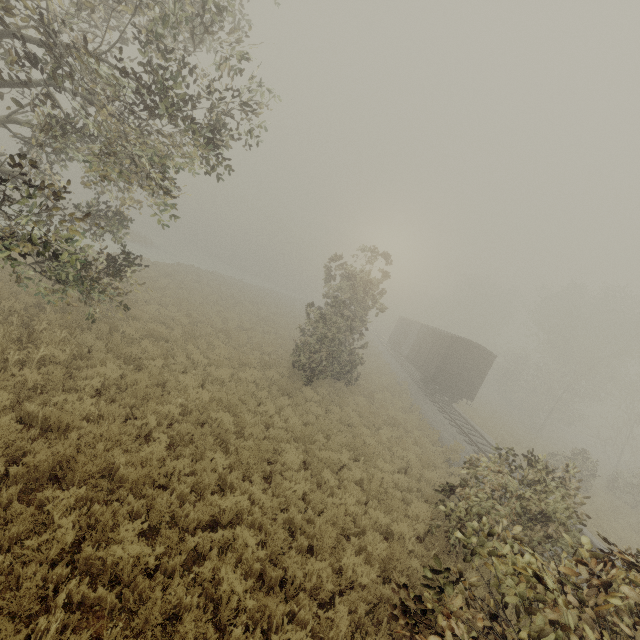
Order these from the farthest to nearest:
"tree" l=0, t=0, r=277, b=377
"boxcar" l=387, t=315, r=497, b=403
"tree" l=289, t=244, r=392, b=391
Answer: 1. "boxcar" l=387, t=315, r=497, b=403
2. "tree" l=289, t=244, r=392, b=391
3. "tree" l=0, t=0, r=277, b=377

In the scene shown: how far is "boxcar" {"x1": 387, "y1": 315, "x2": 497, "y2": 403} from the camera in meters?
22.3

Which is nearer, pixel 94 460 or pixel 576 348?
pixel 94 460

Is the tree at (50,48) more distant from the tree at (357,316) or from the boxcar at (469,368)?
the boxcar at (469,368)

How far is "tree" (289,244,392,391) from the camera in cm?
1459

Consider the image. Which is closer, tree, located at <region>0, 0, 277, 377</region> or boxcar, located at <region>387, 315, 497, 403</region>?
tree, located at <region>0, 0, 277, 377</region>

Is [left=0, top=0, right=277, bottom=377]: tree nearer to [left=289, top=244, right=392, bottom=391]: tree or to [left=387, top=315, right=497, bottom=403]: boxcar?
[left=289, top=244, right=392, bottom=391]: tree
